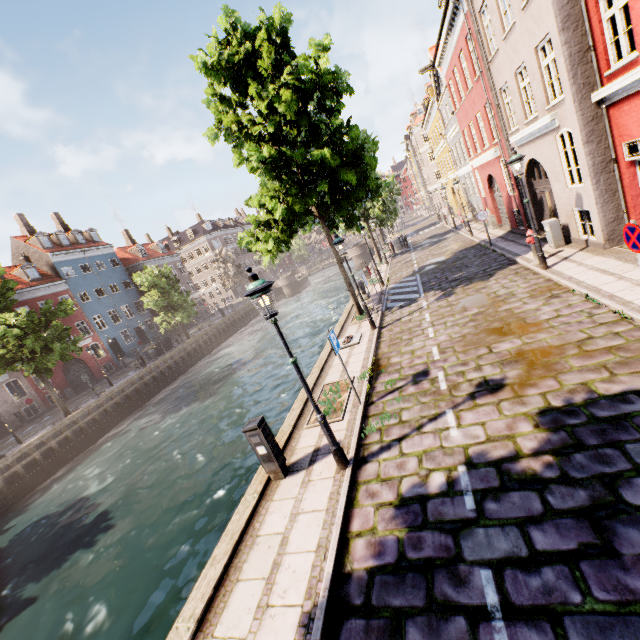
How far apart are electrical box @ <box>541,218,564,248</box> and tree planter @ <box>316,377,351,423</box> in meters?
9.4

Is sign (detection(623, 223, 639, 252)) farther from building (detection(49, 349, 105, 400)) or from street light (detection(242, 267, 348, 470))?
building (detection(49, 349, 105, 400))

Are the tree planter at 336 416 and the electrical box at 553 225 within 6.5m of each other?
no

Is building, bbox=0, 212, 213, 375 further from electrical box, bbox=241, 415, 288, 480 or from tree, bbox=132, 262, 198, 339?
electrical box, bbox=241, 415, 288, 480

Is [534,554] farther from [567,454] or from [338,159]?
[338,159]

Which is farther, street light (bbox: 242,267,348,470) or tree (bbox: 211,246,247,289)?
tree (bbox: 211,246,247,289)

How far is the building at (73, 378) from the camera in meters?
30.3 m

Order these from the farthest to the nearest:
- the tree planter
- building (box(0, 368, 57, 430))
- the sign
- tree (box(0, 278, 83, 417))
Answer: building (box(0, 368, 57, 430))
tree (box(0, 278, 83, 417))
the tree planter
the sign
